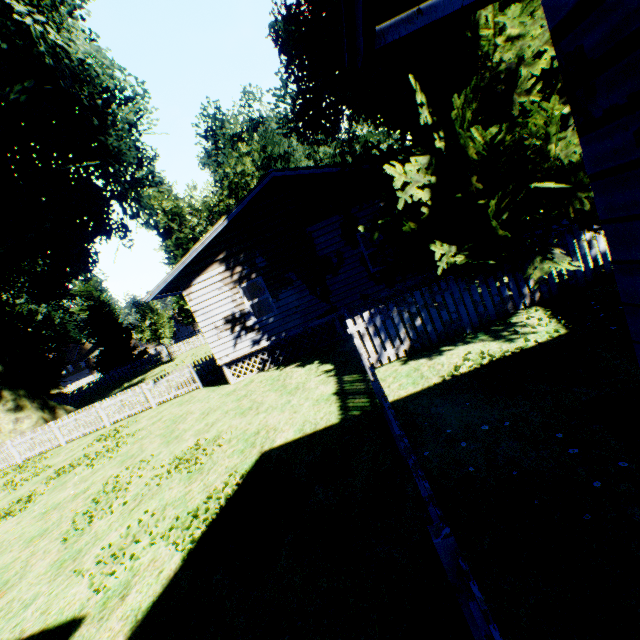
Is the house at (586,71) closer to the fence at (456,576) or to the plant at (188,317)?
the fence at (456,576)

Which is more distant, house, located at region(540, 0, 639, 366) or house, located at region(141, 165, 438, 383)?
house, located at region(141, 165, 438, 383)

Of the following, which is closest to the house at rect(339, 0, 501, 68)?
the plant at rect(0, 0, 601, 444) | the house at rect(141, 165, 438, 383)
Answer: the plant at rect(0, 0, 601, 444)

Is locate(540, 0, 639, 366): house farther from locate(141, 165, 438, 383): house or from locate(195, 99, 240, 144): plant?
locate(141, 165, 438, 383): house

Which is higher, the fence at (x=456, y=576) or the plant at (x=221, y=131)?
the plant at (x=221, y=131)

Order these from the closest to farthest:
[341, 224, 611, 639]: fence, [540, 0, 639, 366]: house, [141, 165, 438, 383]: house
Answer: [540, 0, 639, 366]: house, [341, 224, 611, 639]: fence, [141, 165, 438, 383]: house

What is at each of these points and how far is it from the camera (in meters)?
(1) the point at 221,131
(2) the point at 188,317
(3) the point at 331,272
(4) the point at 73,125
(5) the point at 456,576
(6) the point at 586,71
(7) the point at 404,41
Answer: (1) plant, 59.25
(2) plant, 49.53
(3) house, 12.39
(4) plant, 21.53
(5) fence, 1.90
(6) house, 1.45
(7) house, 2.55
